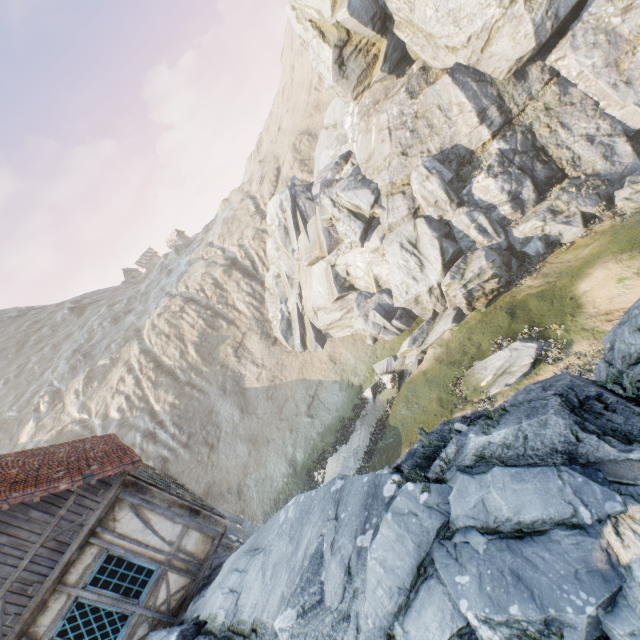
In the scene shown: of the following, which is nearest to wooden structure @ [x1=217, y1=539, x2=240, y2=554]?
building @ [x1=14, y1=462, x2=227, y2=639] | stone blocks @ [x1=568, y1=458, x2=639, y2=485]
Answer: building @ [x1=14, y1=462, x2=227, y2=639]

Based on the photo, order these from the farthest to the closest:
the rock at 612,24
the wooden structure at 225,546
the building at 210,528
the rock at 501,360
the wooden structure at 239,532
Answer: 1. the rock at 612,24
2. the rock at 501,360
3. the wooden structure at 225,546
4. the wooden structure at 239,532
5. the building at 210,528

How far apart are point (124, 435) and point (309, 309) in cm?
2467

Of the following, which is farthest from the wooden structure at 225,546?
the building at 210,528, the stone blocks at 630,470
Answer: the stone blocks at 630,470

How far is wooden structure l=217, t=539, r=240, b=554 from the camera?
9.7m

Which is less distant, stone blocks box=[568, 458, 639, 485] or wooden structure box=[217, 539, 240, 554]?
stone blocks box=[568, 458, 639, 485]

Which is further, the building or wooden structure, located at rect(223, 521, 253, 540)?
wooden structure, located at rect(223, 521, 253, 540)
